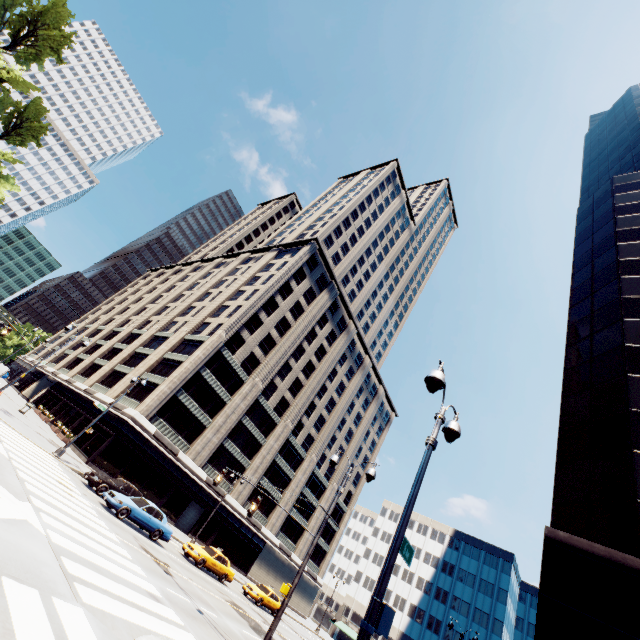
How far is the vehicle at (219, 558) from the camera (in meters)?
23.22

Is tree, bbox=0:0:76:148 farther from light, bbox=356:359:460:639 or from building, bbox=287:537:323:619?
light, bbox=356:359:460:639

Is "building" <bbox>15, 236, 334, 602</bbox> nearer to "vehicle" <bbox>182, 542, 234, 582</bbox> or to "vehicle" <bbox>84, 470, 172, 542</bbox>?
"vehicle" <bbox>182, 542, 234, 582</bbox>

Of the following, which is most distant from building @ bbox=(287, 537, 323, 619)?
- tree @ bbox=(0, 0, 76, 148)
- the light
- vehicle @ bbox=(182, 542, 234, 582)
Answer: the light

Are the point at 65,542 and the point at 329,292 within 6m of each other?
no

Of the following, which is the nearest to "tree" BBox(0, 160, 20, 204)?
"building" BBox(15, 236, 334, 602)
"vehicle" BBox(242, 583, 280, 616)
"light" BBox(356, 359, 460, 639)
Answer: "building" BBox(15, 236, 334, 602)

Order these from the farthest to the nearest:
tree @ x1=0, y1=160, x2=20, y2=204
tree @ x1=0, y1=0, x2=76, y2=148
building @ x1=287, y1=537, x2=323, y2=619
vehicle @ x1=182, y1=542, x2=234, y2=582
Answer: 1. building @ x1=287, y1=537, x2=323, y2=619
2. tree @ x1=0, y1=160, x2=20, y2=204
3. tree @ x1=0, y1=0, x2=76, y2=148
4. vehicle @ x1=182, y1=542, x2=234, y2=582

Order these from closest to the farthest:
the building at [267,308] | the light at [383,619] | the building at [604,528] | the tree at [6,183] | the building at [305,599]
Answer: the light at [383,619] → the building at [604,528] → the building at [267,308] → the tree at [6,183] → the building at [305,599]
